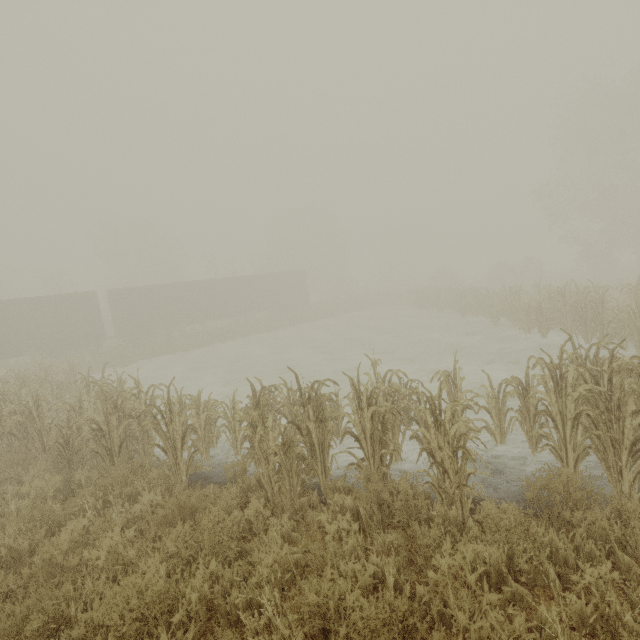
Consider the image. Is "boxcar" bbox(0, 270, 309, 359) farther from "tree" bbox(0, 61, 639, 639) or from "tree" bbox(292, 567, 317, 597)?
"tree" bbox(0, 61, 639, 639)

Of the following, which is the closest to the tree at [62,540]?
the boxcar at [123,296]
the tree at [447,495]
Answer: the tree at [447,495]

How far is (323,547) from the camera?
3.6m

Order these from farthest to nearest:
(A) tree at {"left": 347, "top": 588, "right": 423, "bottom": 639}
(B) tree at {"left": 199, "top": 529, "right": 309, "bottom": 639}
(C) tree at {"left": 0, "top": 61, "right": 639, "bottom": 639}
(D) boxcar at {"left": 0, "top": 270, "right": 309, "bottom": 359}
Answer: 1. (D) boxcar at {"left": 0, "top": 270, "right": 309, "bottom": 359}
2. (C) tree at {"left": 0, "top": 61, "right": 639, "bottom": 639}
3. (B) tree at {"left": 199, "top": 529, "right": 309, "bottom": 639}
4. (A) tree at {"left": 347, "top": 588, "right": 423, "bottom": 639}

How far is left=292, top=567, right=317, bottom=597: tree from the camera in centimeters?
289cm

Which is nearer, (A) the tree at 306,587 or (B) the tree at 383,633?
(B) the tree at 383,633

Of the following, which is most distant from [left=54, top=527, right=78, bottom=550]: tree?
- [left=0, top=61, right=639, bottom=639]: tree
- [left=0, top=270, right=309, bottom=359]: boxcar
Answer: [left=0, top=270, right=309, bottom=359]: boxcar
